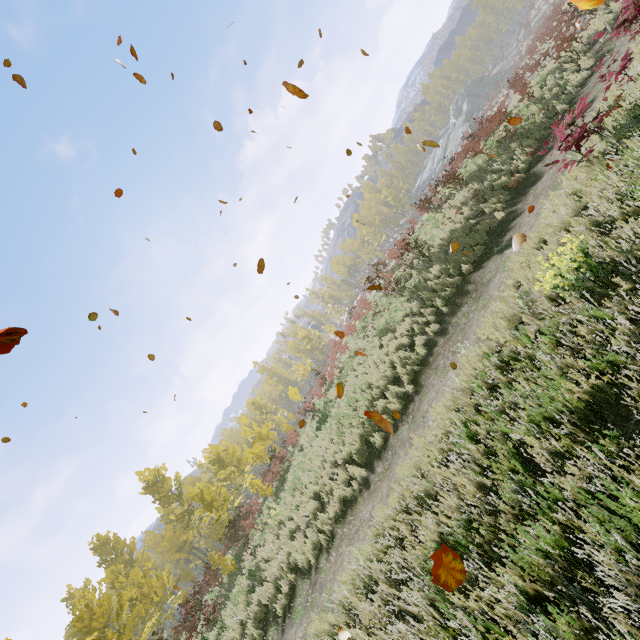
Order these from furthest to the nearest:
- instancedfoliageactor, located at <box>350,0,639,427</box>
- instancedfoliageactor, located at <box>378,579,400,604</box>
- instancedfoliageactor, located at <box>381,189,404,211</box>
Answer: instancedfoliageactor, located at <box>381,189,404,211</box> < instancedfoliageactor, located at <box>350,0,639,427</box> < instancedfoliageactor, located at <box>378,579,400,604</box>

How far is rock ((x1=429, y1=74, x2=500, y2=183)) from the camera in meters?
47.8 m

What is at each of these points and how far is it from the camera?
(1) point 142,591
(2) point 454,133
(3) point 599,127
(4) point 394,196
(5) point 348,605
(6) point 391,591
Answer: (1) instancedfoliageactor, 17.7 meters
(2) rock, 51.0 meters
(3) instancedfoliageactor, 6.6 meters
(4) instancedfoliageactor, 55.6 meters
(5) instancedfoliageactor, 5.5 meters
(6) instancedfoliageactor, 4.4 meters

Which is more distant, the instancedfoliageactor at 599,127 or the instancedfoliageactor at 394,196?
the instancedfoliageactor at 394,196

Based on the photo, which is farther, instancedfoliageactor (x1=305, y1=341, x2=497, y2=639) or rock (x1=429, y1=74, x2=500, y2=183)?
rock (x1=429, y1=74, x2=500, y2=183)

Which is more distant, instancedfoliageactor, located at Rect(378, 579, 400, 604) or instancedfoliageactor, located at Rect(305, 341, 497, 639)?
instancedfoliageactor, located at Rect(305, 341, 497, 639)
